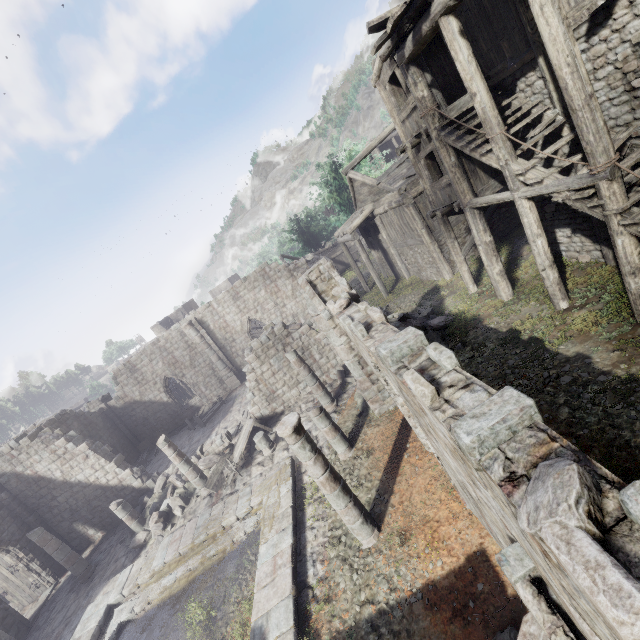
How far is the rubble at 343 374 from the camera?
15.3m

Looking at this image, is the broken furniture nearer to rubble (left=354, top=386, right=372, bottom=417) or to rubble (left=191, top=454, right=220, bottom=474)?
rubble (left=191, top=454, right=220, bottom=474)

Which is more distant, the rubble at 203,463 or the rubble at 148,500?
the rubble at 203,463

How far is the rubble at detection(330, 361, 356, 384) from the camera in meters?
15.3

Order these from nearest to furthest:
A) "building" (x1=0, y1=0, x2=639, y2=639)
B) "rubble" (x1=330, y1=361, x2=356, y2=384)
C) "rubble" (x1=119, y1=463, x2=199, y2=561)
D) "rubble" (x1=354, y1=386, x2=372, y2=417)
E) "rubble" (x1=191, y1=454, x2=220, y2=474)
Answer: "building" (x1=0, y1=0, x2=639, y2=639)
"rubble" (x1=354, y1=386, x2=372, y2=417)
"rubble" (x1=119, y1=463, x2=199, y2=561)
"rubble" (x1=330, y1=361, x2=356, y2=384)
"rubble" (x1=191, y1=454, x2=220, y2=474)

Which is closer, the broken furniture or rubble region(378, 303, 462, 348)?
rubble region(378, 303, 462, 348)

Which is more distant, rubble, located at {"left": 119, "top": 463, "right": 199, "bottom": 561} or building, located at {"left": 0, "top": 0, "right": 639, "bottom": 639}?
rubble, located at {"left": 119, "top": 463, "right": 199, "bottom": 561}

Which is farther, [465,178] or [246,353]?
[246,353]
